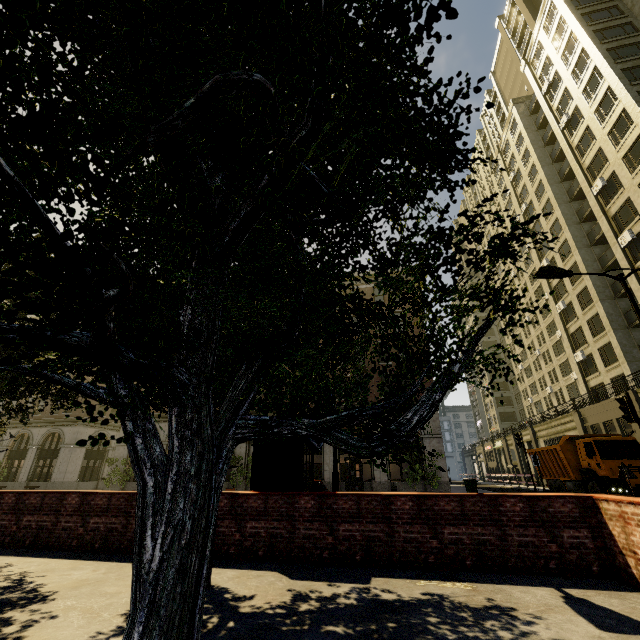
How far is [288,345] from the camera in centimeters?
207cm

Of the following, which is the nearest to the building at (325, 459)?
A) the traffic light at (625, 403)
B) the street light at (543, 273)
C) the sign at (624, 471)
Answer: the street light at (543, 273)

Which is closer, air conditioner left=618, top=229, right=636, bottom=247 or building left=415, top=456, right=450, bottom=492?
building left=415, top=456, right=450, bottom=492

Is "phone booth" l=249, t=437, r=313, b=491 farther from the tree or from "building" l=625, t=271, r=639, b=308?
"building" l=625, t=271, r=639, b=308

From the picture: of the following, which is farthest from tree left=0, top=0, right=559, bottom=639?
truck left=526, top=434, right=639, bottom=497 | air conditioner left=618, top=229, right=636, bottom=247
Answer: air conditioner left=618, top=229, right=636, bottom=247

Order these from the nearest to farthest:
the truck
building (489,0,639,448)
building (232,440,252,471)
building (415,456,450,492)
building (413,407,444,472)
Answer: the truck, building (415,456,450,492), building (413,407,444,472), building (489,0,639,448), building (232,440,252,471)

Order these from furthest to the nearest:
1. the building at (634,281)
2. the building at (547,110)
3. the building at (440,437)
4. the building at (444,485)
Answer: the building at (547,110)
the building at (634,281)
the building at (440,437)
the building at (444,485)

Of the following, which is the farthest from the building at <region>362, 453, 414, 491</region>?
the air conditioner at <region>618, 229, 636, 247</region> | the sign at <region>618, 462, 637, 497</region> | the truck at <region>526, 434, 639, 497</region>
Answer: the sign at <region>618, 462, 637, 497</region>
